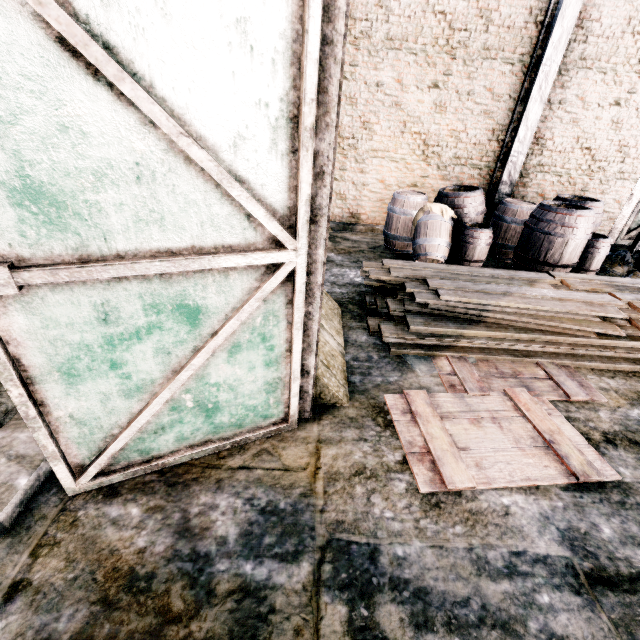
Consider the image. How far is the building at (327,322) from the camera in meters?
3.4 m

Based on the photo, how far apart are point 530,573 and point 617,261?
8.9 meters

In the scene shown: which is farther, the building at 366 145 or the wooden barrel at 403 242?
the building at 366 145

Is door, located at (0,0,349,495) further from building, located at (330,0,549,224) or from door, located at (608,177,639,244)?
building, located at (330,0,549,224)

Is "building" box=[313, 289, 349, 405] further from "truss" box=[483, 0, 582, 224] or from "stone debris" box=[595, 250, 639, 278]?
"stone debris" box=[595, 250, 639, 278]

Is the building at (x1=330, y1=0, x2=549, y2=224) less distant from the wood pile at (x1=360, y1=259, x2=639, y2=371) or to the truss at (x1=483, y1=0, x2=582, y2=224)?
the wood pile at (x1=360, y1=259, x2=639, y2=371)

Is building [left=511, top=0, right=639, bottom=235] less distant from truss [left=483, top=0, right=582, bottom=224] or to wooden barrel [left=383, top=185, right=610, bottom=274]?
wooden barrel [left=383, top=185, right=610, bottom=274]

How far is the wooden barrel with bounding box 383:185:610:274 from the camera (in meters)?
6.37
